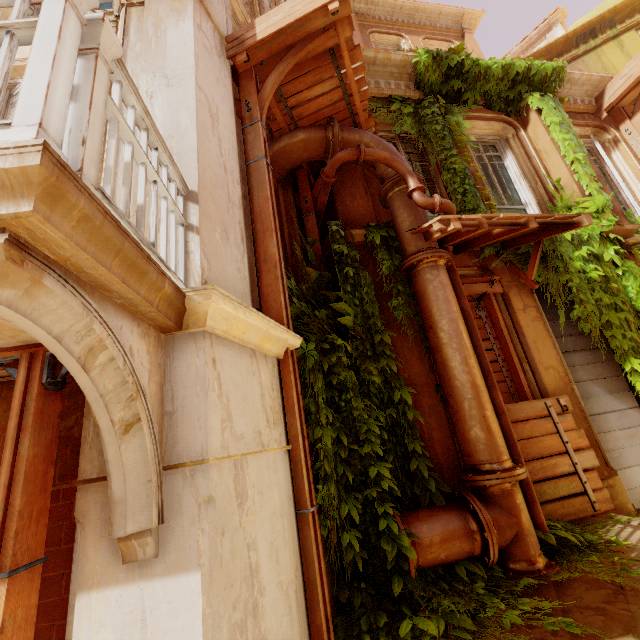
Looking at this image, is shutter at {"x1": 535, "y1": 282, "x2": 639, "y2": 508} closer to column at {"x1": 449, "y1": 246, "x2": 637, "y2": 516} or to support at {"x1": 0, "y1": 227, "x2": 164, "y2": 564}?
column at {"x1": 449, "y1": 246, "x2": 637, "y2": 516}

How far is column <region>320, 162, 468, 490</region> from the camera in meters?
4.1

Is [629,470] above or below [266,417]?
below

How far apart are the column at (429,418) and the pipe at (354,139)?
0.0 meters

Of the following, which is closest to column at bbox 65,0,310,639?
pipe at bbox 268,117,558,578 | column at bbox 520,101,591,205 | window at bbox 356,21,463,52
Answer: pipe at bbox 268,117,558,578

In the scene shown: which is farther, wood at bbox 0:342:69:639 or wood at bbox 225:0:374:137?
wood at bbox 225:0:374:137

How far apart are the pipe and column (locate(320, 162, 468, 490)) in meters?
0.0 m

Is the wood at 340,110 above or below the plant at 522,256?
above
